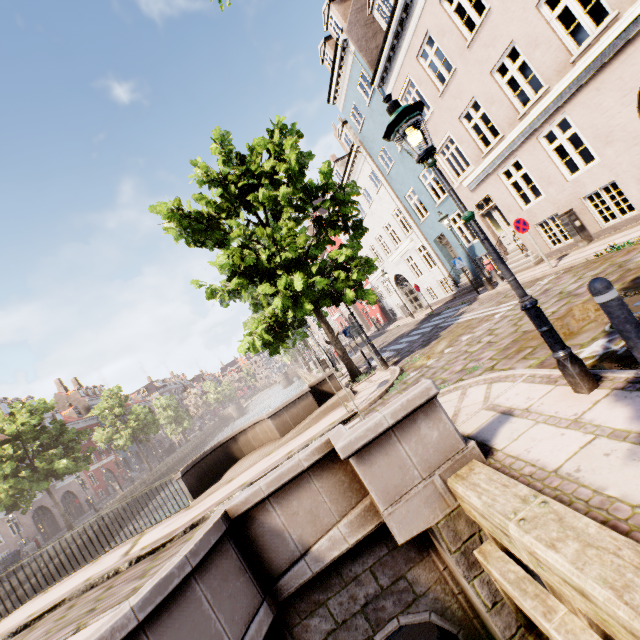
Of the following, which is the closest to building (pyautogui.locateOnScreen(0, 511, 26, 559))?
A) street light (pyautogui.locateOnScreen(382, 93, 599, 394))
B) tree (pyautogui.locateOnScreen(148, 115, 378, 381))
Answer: tree (pyautogui.locateOnScreen(148, 115, 378, 381))

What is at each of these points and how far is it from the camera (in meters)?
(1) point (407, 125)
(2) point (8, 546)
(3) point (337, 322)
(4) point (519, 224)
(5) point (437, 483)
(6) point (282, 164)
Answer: (1) street light, 3.47
(2) building, 28.00
(3) building, 52.53
(4) sign, 10.28
(5) bridge, 3.21
(6) tree, 10.61

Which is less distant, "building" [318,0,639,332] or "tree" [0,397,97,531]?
"building" [318,0,639,332]

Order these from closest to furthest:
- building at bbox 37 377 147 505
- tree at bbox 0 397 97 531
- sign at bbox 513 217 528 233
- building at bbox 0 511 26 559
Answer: sign at bbox 513 217 528 233
tree at bbox 0 397 97 531
building at bbox 0 511 26 559
building at bbox 37 377 147 505

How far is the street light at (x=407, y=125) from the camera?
3.36m

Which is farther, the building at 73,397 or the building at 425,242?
the building at 73,397

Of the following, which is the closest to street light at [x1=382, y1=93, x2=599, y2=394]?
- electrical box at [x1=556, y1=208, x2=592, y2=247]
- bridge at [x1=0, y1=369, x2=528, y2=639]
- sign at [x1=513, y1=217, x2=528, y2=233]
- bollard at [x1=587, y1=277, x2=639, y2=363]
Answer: bollard at [x1=587, y1=277, x2=639, y2=363]

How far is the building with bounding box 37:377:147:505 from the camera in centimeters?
4078cm
